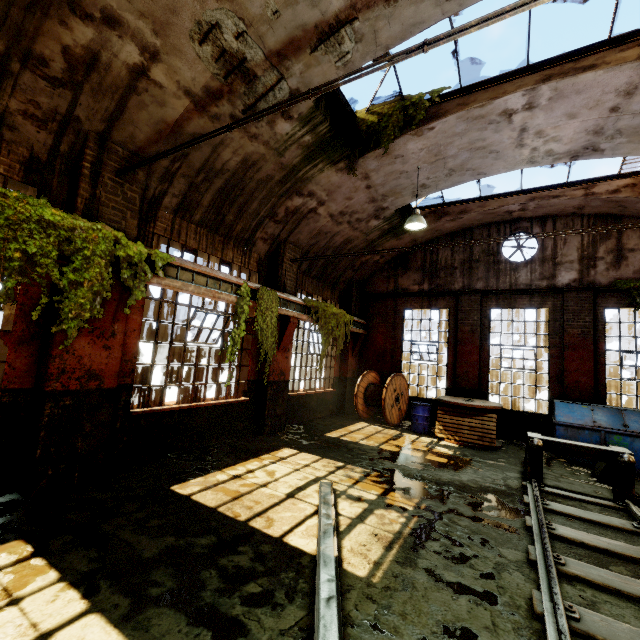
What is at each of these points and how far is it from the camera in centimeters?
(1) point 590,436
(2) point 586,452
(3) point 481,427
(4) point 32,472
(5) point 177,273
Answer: (1) dumpster, 834cm
(2) rail track end, 619cm
(3) wooden pallet, 952cm
(4) building, 452cm
(5) beam, 615cm

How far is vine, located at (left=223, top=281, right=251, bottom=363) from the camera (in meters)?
7.20

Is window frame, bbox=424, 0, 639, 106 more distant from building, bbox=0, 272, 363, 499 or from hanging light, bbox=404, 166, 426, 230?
hanging light, bbox=404, 166, 426, 230

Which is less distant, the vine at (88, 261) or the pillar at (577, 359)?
the vine at (88, 261)

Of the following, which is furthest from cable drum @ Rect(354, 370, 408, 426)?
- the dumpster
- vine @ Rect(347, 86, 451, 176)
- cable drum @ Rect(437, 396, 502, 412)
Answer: vine @ Rect(347, 86, 451, 176)

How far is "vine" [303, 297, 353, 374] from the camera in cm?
1021

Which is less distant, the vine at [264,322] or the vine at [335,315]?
the vine at [264,322]

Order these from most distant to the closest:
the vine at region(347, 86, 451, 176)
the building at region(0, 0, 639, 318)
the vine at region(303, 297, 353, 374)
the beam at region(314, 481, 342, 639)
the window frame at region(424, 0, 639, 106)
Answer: the vine at region(303, 297, 353, 374)
the vine at region(347, 86, 451, 176)
the window frame at region(424, 0, 639, 106)
the building at region(0, 0, 639, 318)
the beam at region(314, 481, 342, 639)
